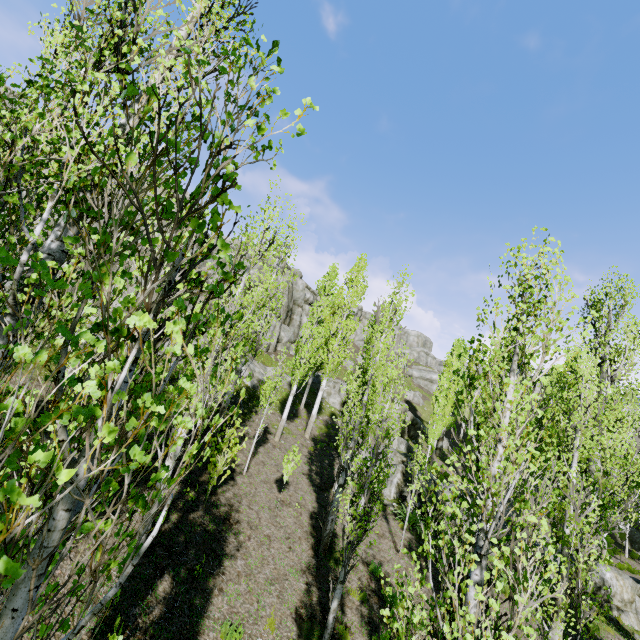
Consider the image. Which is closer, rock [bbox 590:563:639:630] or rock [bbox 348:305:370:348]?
rock [bbox 590:563:639:630]

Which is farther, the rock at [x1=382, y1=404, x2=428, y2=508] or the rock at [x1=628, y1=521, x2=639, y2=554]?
the rock at [x1=628, y1=521, x2=639, y2=554]

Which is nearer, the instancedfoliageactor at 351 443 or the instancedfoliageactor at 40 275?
the instancedfoliageactor at 40 275

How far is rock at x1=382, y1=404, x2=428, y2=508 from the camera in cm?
1723

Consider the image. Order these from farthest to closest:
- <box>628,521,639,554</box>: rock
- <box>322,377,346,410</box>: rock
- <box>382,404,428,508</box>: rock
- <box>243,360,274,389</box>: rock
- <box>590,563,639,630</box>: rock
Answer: <box>322,377,346,410</box>: rock → <box>628,521,639,554</box>: rock → <box>243,360,274,389</box>: rock → <box>382,404,428,508</box>: rock → <box>590,563,639,630</box>: rock

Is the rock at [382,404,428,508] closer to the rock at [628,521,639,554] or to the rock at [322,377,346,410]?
Result: the rock at [322,377,346,410]

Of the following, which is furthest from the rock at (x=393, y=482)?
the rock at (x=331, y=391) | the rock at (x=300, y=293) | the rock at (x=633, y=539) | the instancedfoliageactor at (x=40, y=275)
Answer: the rock at (x=300, y=293)

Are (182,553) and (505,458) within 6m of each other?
no
